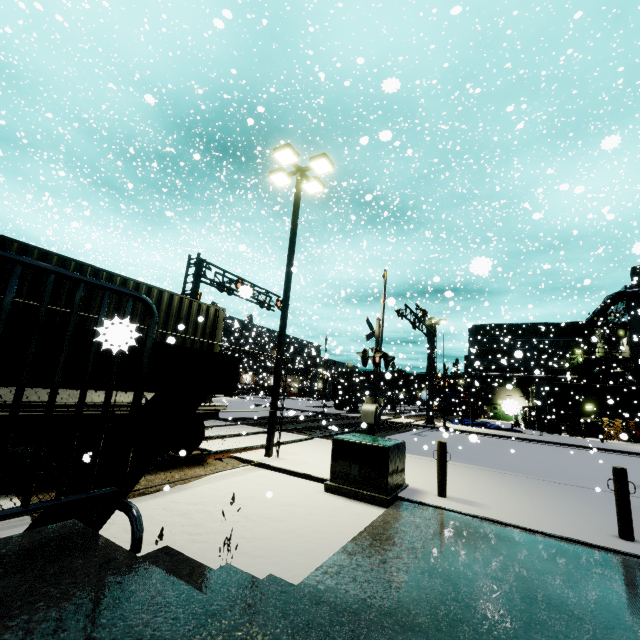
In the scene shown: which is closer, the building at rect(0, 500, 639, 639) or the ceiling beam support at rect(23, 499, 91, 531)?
the building at rect(0, 500, 639, 639)

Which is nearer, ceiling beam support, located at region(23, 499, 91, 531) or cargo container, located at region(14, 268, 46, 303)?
ceiling beam support, located at region(23, 499, 91, 531)

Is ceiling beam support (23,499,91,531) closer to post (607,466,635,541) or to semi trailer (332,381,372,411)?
post (607,466,635,541)

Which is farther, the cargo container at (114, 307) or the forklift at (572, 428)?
the forklift at (572, 428)

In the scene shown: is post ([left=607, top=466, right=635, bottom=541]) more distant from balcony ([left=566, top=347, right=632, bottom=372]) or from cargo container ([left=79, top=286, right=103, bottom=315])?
balcony ([left=566, top=347, right=632, bottom=372])

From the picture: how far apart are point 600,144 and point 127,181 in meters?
33.9

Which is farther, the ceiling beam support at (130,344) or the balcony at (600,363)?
the balcony at (600,363)

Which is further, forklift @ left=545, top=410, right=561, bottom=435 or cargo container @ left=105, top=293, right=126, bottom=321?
forklift @ left=545, top=410, right=561, bottom=435
